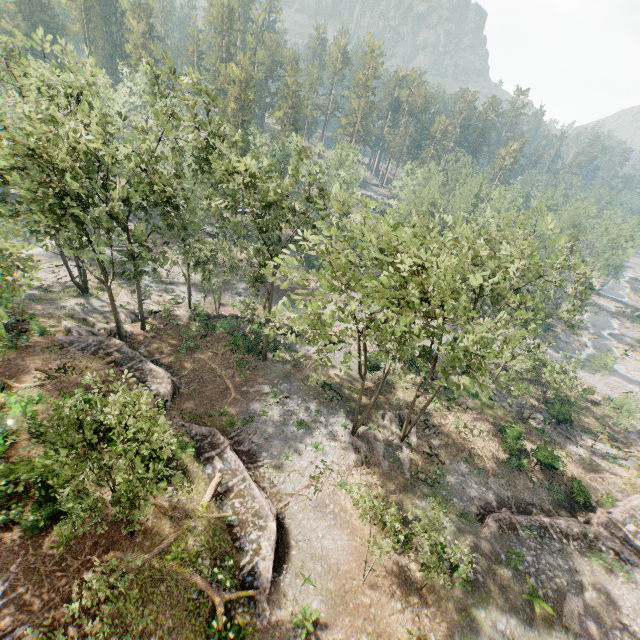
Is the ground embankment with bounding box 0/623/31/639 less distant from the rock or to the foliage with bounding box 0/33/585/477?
the foliage with bounding box 0/33/585/477

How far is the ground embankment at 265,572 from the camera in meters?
16.8 m

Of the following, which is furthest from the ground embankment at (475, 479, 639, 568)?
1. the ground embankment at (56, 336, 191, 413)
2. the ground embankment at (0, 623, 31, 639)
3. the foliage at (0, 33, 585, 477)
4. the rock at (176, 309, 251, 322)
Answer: the ground embankment at (0, 623, 31, 639)

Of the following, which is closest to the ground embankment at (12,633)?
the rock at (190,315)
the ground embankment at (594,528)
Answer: the rock at (190,315)

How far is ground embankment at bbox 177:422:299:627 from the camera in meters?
16.8 m

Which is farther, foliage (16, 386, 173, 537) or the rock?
the rock

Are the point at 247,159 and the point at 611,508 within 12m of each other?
no

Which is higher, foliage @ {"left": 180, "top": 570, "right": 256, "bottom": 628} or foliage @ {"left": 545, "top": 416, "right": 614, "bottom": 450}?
foliage @ {"left": 180, "top": 570, "right": 256, "bottom": 628}
